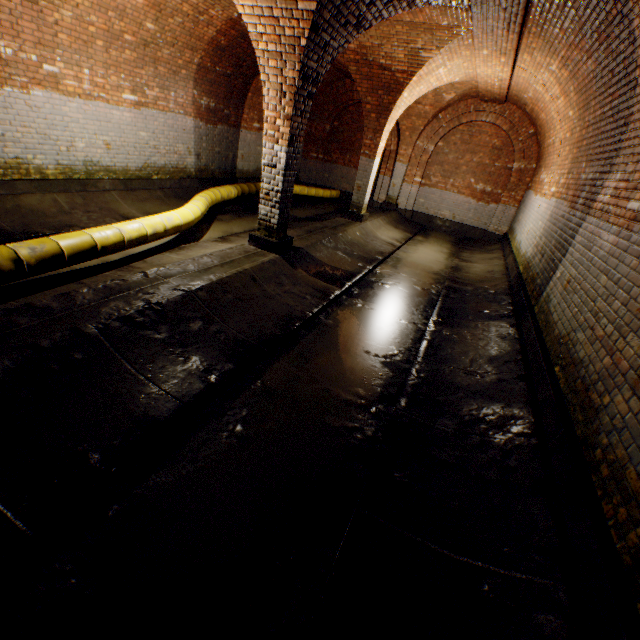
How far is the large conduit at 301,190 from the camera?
13.5m

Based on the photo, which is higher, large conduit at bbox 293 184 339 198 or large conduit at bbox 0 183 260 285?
large conduit at bbox 293 184 339 198

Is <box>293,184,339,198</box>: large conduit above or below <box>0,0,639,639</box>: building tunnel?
above

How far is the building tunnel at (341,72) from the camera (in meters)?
10.70

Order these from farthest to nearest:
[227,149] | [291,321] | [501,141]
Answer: [501,141] < [227,149] < [291,321]

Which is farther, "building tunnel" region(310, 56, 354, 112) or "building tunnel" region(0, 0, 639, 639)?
"building tunnel" region(310, 56, 354, 112)

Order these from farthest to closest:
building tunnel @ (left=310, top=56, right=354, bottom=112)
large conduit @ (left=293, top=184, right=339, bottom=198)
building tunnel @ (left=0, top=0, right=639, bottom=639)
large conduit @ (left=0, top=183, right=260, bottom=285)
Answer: large conduit @ (left=293, top=184, right=339, bottom=198), building tunnel @ (left=310, top=56, right=354, bottom=112), large conduit @ (left=0, top=183, right=260, bottom=285), building tunnel @ (left=0, top=0, right=639, bottom=639)
